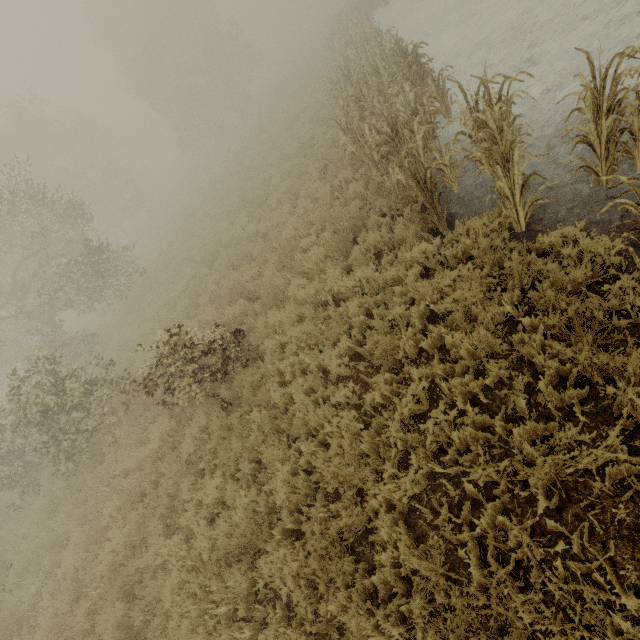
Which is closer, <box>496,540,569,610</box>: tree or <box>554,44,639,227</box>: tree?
<box>496,540,569,610</box>: tree

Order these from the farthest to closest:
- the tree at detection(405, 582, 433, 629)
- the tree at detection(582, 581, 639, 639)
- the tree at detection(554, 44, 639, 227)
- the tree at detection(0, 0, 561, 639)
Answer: the tree at detection(0, 0, 561, 639)
the tree at detection(554, 44, 639, 227)
the tree at detection(405, 582, 433, 629)
the tree at detection(582, 581, 639, 639)

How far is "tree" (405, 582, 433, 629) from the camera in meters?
2.9 m

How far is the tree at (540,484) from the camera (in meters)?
3.02

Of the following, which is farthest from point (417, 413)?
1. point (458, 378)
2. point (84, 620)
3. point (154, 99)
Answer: point (154, 99)

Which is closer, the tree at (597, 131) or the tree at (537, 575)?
the tree at (537, 575)
